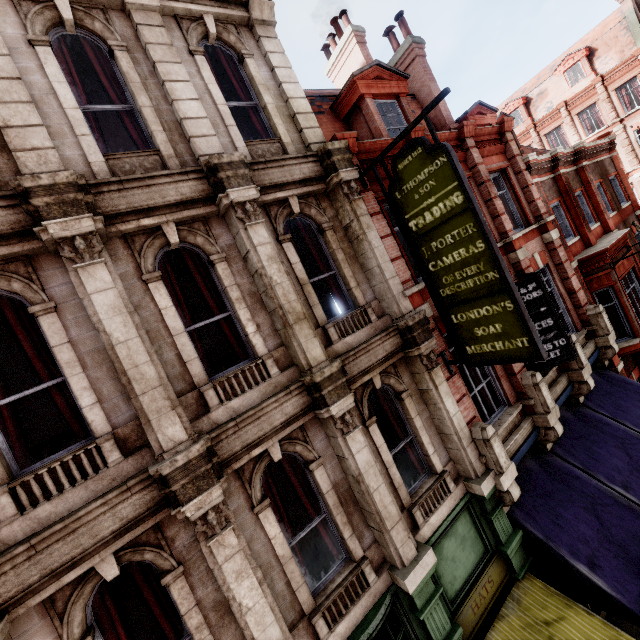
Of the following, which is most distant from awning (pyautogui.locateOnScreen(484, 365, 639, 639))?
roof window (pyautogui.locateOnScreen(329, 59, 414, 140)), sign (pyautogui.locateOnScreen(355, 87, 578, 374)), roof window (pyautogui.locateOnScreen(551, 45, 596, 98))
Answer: roof window (pyautogui.locateOnScreen(551, 45, 596, 98))

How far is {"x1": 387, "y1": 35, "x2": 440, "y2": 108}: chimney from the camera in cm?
1208

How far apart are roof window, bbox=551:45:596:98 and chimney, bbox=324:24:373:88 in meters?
24.3 m

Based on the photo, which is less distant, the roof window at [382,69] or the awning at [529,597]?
the awning at [529,597]

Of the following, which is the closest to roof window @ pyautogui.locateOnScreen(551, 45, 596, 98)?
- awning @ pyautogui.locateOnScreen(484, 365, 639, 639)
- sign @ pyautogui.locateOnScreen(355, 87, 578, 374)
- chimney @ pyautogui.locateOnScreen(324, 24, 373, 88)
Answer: chimney @ pyautogui.locateOnScreen(324, 24, 373, 88)

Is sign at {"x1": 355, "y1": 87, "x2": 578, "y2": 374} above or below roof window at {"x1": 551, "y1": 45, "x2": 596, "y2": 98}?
below

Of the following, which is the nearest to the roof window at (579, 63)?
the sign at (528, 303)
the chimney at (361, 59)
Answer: the chimney at (361, 59)

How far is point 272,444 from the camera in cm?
529
